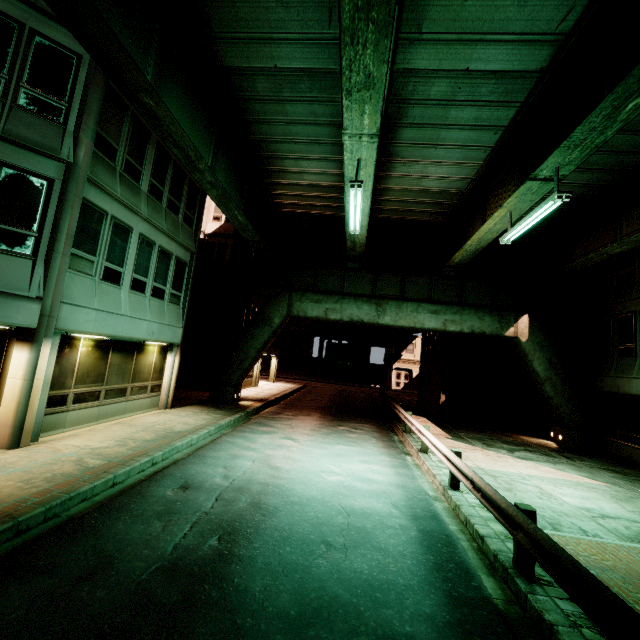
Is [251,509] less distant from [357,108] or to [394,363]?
[357,108]

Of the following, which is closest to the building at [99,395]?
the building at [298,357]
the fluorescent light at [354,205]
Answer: the fluorescent light at [354,205]

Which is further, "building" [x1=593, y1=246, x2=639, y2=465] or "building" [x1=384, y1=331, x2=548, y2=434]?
"building" [x1=384, y1=331, x2=548, y2=434]

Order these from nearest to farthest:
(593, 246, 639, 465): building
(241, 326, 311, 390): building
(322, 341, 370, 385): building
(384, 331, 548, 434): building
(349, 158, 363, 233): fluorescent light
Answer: (349, 158, 363, 233): fluorescent light
(593, 246, 639, 465): building
(384, 331, 548, 434): building
(241, 326, 311, 390): building
(322, 341, 370, 385): building

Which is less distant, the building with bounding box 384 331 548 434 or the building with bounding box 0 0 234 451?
the building with bounding box 0 0 234 451

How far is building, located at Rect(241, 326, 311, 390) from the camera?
28.55m

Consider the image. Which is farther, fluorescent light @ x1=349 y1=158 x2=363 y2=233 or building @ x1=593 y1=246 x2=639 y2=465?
building @ x1=593 y1=246 x2=639 y2=465

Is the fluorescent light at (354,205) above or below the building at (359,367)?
above
